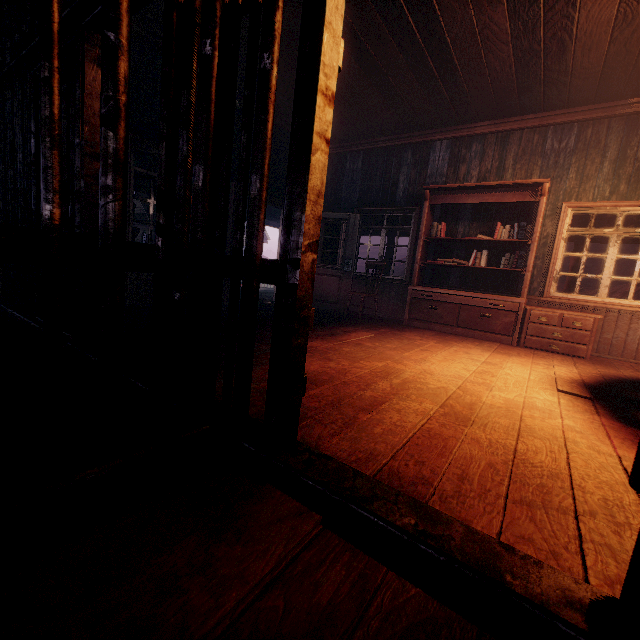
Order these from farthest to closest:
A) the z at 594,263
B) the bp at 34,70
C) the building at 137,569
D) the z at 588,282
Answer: the z at 594,263 < the z at 588,282 < the bp at 34,70 < the building at 137,569

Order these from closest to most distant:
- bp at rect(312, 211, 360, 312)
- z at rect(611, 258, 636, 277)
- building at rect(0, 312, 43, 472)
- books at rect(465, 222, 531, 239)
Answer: building at rect(0, 312, 43, 472), books at rect(465, 222, 531, 239), bp at rect(312, 211, 360, 312), z at rect(611, 258, 636, 277)

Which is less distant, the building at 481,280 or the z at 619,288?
the building at 481,280

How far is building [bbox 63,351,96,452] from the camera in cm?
141

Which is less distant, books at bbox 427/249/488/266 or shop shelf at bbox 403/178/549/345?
shop shelf at bbox 403/178/549/345

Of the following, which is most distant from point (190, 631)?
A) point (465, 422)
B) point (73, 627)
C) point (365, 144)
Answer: point (365, 144)

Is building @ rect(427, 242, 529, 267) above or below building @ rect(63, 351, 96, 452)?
above

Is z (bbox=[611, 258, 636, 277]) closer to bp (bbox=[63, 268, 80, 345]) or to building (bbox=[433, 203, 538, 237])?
building (bbox=[433, 203, 538, 237])
